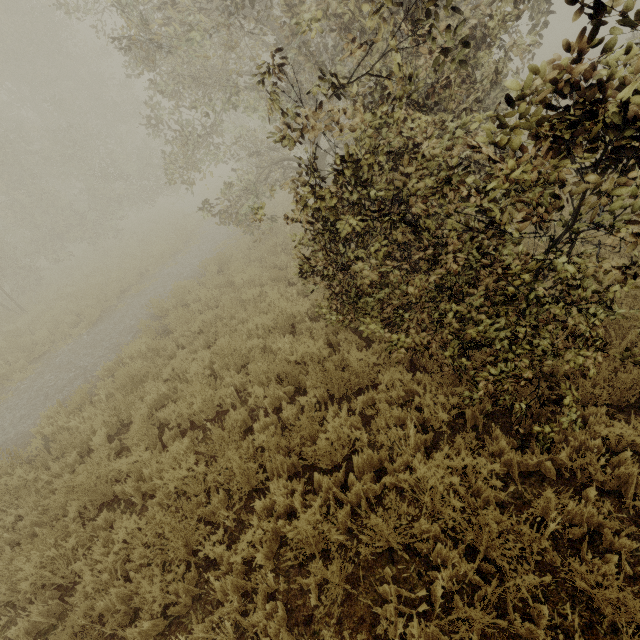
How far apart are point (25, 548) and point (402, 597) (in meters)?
4.21
